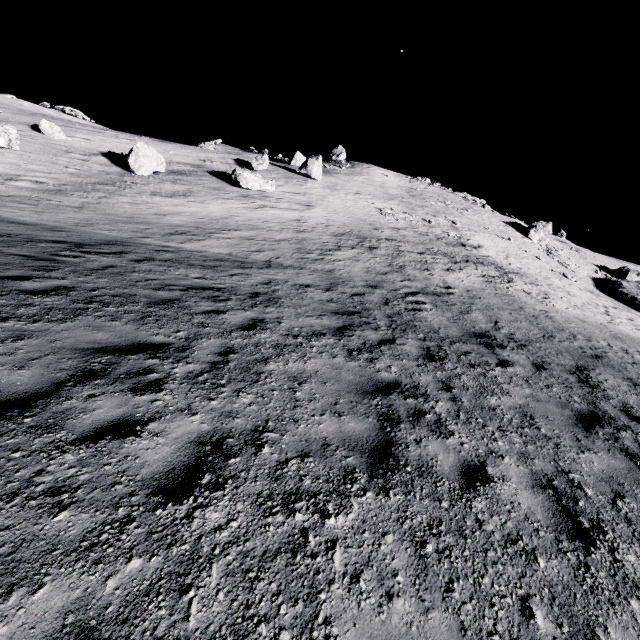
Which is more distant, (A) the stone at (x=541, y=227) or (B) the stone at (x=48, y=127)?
(A) the stone at (x=541, y=227)

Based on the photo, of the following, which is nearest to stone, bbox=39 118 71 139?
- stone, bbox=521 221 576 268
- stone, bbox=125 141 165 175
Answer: stone, bbox=125 141 165 175

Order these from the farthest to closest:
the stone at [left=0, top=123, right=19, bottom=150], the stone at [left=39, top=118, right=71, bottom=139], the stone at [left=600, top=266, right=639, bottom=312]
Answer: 1. the stone at [left=600, top=266, right=639, bottom=312]
2. the stone at [left=39, top=118, right=71, bottom=139]
3. the stone at [left=0, top=123, right=19, bottom=150]

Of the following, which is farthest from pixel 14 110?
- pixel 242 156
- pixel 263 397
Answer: pixel 263 397

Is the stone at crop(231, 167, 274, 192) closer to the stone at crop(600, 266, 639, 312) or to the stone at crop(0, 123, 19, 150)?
the stone at crop(0, 123, 19, 150)

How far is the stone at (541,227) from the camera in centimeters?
4219cm

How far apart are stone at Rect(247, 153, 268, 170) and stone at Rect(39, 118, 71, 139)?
14.99m

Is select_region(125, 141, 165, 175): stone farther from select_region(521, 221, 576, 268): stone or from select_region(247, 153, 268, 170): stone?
select_region(521, 221, 576, 268): stone
